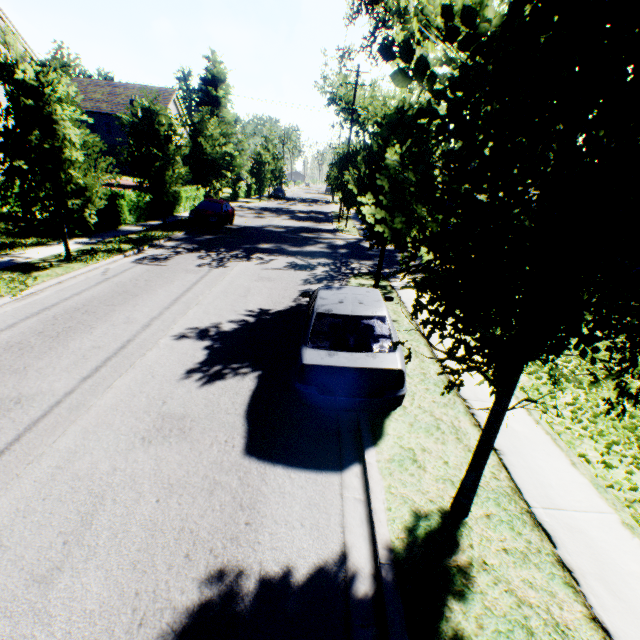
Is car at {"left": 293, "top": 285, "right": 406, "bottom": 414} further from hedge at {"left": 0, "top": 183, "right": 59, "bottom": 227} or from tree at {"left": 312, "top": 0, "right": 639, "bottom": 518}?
hedge at {"left": 0, "top": 183, "right": 59, "bottom": 227}

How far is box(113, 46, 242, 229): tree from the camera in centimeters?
1572cm

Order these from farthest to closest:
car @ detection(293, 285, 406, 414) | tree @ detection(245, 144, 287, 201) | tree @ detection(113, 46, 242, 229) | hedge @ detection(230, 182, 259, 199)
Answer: hedge @ detection(230, 182, 259, 199)
tree @ detection(245, 144, 287, 201)
tree @ detection(113, 46, 242, 229)
car @ detection(293, 285, 406, 414)

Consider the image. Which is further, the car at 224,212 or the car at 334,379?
the car at 224,212

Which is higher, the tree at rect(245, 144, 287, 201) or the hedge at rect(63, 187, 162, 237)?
the tree at rect(245, 144, 287, 201)

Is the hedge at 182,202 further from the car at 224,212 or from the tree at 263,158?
the car at 224,212

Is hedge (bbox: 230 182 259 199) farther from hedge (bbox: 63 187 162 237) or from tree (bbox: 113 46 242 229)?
hedge (bbox: 63 187 162 237)

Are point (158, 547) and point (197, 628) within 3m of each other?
yes
